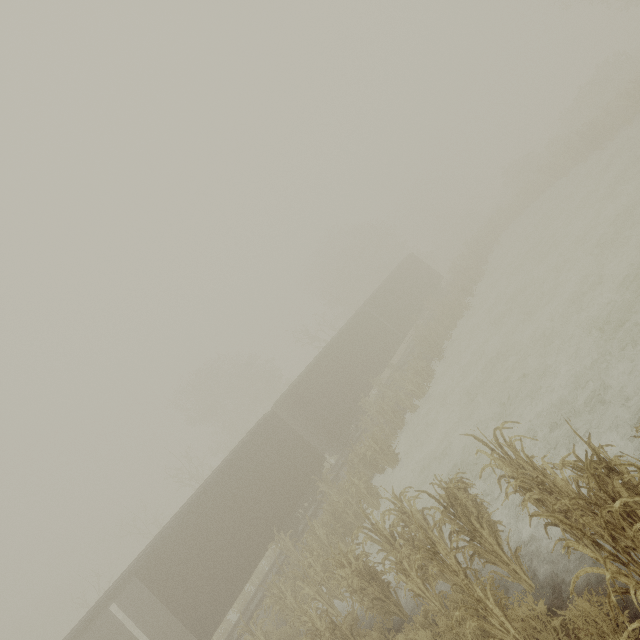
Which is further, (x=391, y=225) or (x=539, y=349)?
(x=391, y=225)

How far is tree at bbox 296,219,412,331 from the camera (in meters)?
41.12

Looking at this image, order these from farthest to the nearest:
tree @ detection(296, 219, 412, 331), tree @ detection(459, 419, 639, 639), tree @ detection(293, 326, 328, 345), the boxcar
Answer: tree @ detection(296, 219, 412, 331)
tree @ detection(293, 326, 328, 345)
the boxcar
tree @ detection(459, 419, 639, 639)

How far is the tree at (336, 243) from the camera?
41.1 meters

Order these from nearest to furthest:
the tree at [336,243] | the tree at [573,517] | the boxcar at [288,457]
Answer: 1. the tree at [573,517]
2. the boxcar at [288,457]
3. the tree at [336,243]

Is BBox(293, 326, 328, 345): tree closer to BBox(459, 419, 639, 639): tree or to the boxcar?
the boxcar

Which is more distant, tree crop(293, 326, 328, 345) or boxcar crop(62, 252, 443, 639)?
tree crop(293, 326, 328, 345)

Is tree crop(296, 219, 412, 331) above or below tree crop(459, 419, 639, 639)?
above
